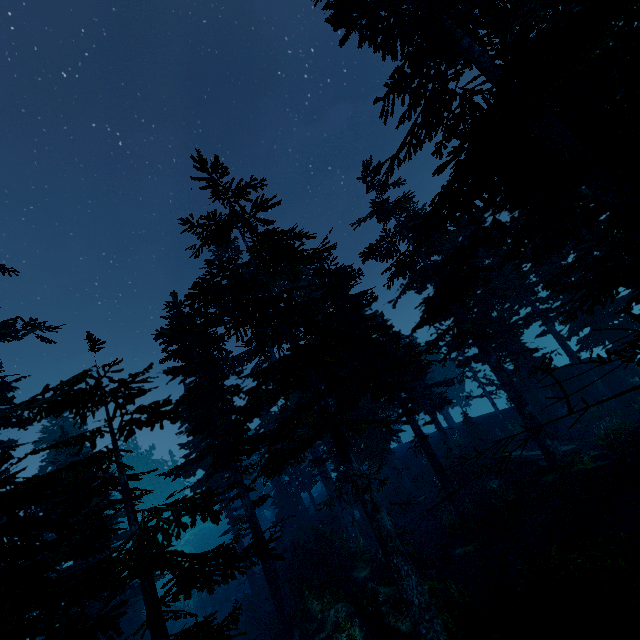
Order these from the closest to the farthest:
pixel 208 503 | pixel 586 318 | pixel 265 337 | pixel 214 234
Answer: pixel 208 503, pixel 214 234, pixel 265 337, pixel 586 318

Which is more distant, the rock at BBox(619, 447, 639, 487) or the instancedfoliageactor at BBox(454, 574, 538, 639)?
the rock at BBox(619, 447, 639, 487)

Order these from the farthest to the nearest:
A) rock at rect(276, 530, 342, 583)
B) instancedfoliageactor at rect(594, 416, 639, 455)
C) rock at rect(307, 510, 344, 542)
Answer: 1. rock at rect(307, 510, 344, 542)
2. rock at rect(276, 530, 342, 583)
3. instancedfoliageactor at rect(594, 416, 639, 455)

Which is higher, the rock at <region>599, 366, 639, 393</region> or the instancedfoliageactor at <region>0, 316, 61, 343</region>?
the instancedfoliageactor at <region>0, 316, 61, 343</region>

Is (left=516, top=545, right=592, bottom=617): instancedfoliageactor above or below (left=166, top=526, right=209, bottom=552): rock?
below

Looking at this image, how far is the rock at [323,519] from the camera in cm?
2427

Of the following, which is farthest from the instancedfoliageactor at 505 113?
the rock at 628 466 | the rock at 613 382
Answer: the rock at 628 466

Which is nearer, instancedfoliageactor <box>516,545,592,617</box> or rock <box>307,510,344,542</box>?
instancedfoliageactor <box>516,545,592,617</box>
